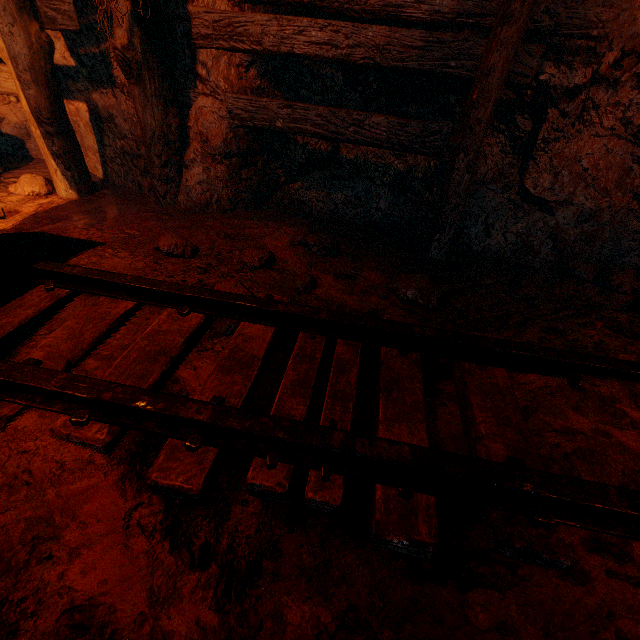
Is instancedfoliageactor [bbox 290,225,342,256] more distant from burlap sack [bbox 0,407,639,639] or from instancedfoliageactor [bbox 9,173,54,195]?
instancedfoliageactor [bbox 9,173,54,195]

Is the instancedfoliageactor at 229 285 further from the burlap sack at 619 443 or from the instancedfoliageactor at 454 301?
the instancedfoliageactor at 454 301

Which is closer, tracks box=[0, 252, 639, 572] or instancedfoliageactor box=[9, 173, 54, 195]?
tracks box=[0, 252, 639, 572]

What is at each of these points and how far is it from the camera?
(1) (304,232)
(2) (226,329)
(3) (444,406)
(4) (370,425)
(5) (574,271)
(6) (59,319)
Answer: (1) instancedfoliageactor, 2.9 meters
(2) instancedfoliageactor, 1.8 meters
(3) burlap sack, 1.6 meters
(4) burlap sack, 1.5 meters
(5) instancedfoliageactor, 2.9 meters
(6) burlap sack, 1.8 meters

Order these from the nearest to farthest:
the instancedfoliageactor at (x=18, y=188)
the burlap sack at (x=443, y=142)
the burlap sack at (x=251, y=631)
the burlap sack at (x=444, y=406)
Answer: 1. the burlap sack at (x=251, y=631)
2. the burlap sack at (x=444, y=406)
3. the burlap sack at (x=443, y=142)
4. the instancedfoliageactor at (x=18, y=188)

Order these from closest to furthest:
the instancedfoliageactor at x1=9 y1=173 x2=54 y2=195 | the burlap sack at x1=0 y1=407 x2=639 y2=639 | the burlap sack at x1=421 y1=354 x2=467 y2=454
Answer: the burlap sack at x1=0 y1=407 x2=639 y2=639
the burlap sack at x1=421 y1=354 x2=467 y2=454
the instancedfoliageactor at x1=9 y1=173 x2=54 y2=195

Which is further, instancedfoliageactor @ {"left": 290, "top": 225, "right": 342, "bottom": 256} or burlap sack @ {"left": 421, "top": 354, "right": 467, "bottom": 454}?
instancedfoliageactor @ {"left": 290, "top": 225, "right": 342, "bottom": 256}

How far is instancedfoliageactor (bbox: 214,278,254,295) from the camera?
1.9m
